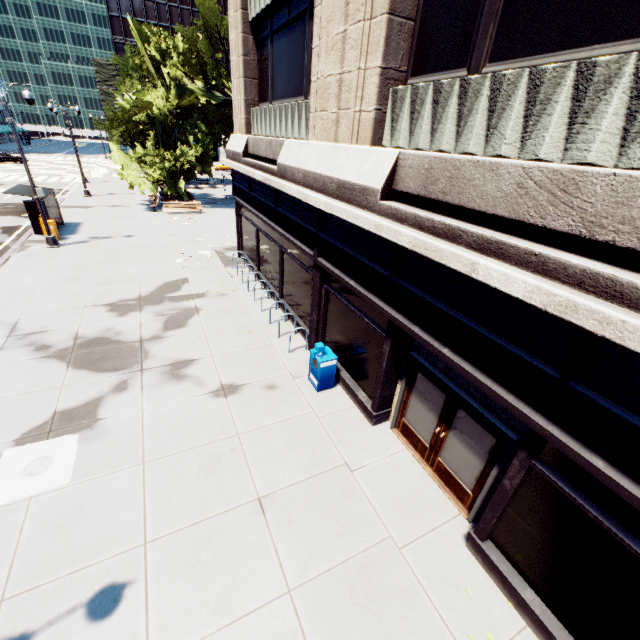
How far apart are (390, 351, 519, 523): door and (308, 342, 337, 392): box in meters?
1.9 m

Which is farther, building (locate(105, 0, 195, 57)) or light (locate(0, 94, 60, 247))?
→ building (locate(105, 0, 195, 57))

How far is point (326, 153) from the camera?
7.6 meters

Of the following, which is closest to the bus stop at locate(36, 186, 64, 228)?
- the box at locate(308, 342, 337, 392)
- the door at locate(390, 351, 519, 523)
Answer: the box at locate(308, 342, 337, 392)

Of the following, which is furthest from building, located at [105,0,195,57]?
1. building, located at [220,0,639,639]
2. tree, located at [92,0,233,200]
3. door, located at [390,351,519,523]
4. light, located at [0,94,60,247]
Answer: door, located at [390,351,519,523]

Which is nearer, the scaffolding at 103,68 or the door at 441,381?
the door at 441,381

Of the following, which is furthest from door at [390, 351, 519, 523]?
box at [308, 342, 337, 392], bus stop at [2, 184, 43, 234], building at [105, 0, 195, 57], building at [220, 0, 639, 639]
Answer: building at [105, 0, 195, 57]

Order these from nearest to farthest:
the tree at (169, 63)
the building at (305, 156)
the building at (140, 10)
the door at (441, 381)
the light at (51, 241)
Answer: the building at (305, 156), the door at (441, 381), the light at (51, 241), the tree at (169, 63), the building at (140, 10)
